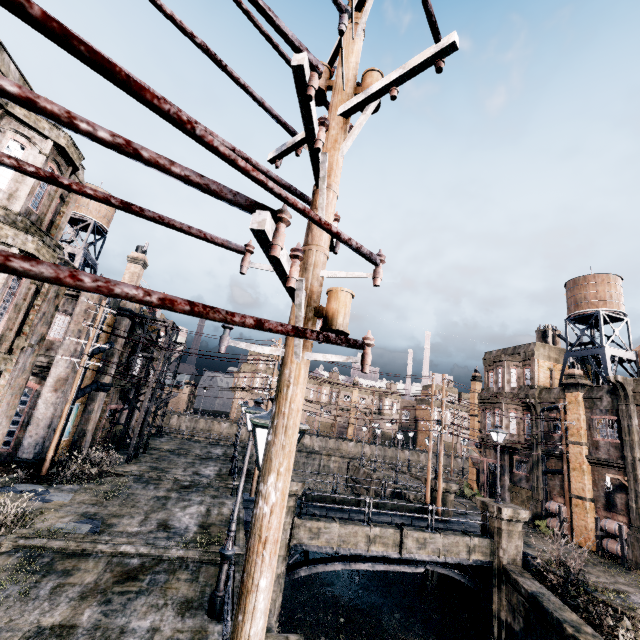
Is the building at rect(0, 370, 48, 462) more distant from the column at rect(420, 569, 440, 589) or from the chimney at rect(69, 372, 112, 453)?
the column at rect(420, 569, 440, 589)

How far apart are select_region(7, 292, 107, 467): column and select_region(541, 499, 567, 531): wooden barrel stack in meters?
35.7 m

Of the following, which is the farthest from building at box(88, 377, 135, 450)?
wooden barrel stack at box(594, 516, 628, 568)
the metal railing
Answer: wooden barrel stack at box(594, 516, 628, 568)

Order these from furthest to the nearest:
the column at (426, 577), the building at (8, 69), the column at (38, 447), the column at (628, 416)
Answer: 1. the column at (426, 577)
2. the column at (628, 416)
3. the column at (38, 447)
4. the building at (8, 69)

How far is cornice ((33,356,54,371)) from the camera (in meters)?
19.77

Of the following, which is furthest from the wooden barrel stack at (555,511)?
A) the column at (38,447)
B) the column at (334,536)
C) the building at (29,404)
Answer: the building at (29,404)

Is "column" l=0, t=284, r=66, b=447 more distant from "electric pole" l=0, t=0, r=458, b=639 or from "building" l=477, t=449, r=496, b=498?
"building" l=477, t=449, r=496, b=498

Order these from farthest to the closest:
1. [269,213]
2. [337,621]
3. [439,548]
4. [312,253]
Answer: [337,621] < [439,548] < [312,253] < [269,213]
